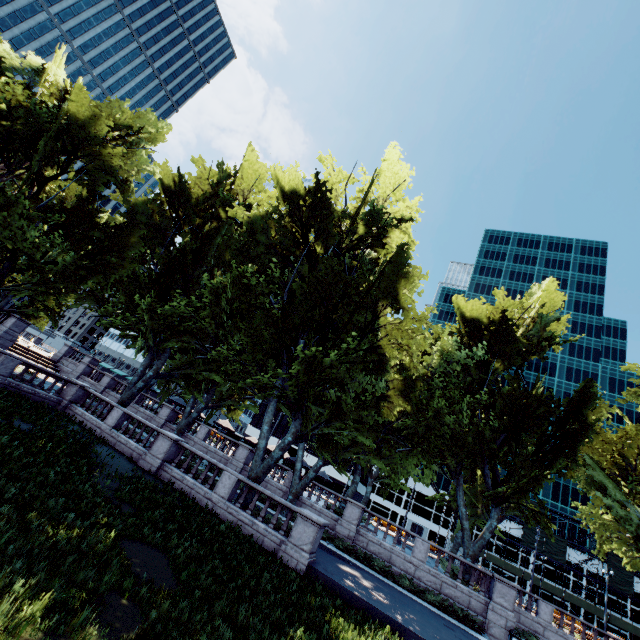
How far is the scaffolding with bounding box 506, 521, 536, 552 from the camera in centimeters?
5767cm

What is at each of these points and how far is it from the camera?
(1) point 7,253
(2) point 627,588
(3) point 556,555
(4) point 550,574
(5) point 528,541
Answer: (1) tree, 18.5m
(2) scaffolding, 52.2m
(3) scaffolding, 56.2m
(4) building, 58.0m
(5) scaffolding, 58.1m

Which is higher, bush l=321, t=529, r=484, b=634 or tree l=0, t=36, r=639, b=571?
tree l=0, t=36, r=639, b=571

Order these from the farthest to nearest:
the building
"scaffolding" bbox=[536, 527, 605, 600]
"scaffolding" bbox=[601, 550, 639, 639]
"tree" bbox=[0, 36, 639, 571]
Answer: Answer: the building → "scaffolding" bbox=[536, 527, 605, 600] → "scaffolding" bbox=[601, 550, 639, 639] → "tree" bbox=[0, 36, 639, 571]

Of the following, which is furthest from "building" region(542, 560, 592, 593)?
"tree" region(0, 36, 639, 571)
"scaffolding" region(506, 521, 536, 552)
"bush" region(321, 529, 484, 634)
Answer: "bush" region(321, 529, 484, 634)

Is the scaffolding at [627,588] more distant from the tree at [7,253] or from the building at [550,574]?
the tree at [7,253]

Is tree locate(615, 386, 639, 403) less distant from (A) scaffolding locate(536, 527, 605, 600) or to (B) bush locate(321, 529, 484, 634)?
(B) bush locate(321, 529, 484, 634)

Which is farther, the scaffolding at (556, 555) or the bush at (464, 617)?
the scaffolding at (556, 555)
